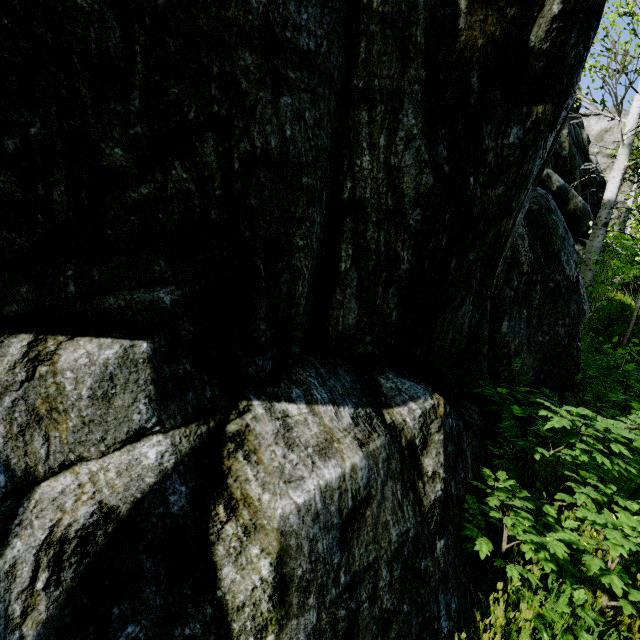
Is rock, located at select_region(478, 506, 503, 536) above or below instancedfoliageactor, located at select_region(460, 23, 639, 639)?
above

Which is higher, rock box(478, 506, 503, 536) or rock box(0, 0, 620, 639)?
rock box(0, 0, 620, 639)

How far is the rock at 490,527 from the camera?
3.52m

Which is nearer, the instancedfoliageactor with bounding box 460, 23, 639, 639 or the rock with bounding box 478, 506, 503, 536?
the instancedfoliageactor with bounding box 460, 23, 639, 639

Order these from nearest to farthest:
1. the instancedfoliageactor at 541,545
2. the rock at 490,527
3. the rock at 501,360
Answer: the rock at 501,360 < the instancedfoliageactor at 541,545 < the rock at 490,527

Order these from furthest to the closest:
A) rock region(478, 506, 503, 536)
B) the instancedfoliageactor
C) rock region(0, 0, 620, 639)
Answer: rock region(478, 506, 503, 536) < the instancedfoliageactor < rock region(0, 0, 620, 639)

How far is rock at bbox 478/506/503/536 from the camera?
3.5 meters

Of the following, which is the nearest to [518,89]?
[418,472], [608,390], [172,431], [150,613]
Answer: [418,472]
